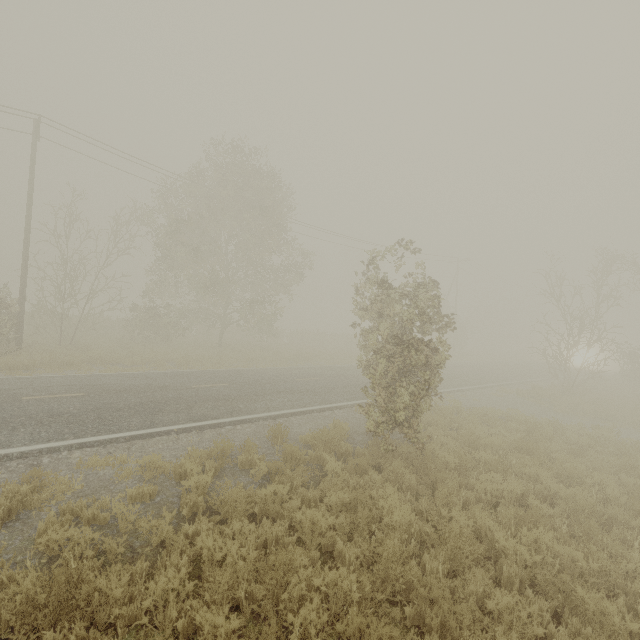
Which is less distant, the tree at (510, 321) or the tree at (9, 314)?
the tree at (510, 321)

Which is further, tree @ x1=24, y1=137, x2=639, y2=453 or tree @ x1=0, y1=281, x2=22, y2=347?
tree @ x1=0, y1=281, x2=22, y2=347

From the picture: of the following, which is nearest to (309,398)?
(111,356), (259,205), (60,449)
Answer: (60,449)
